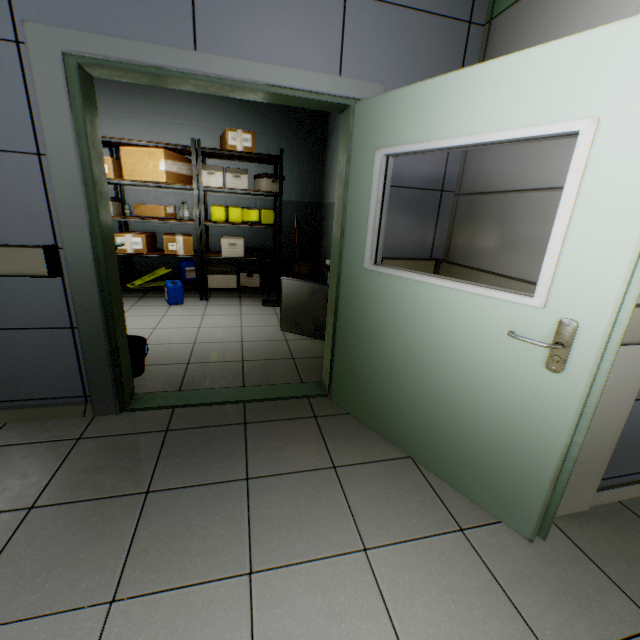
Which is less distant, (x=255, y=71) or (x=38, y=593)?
(x=38, y=593)

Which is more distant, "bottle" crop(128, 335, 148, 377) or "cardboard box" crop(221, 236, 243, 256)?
"cardboard box" crop(221, 236, 243, 256)

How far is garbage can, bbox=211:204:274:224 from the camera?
4.9m

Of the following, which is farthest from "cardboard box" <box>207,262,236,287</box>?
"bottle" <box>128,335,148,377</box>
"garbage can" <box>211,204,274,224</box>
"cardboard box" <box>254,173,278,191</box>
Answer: "bottle" <box>128,335,148,377</box>

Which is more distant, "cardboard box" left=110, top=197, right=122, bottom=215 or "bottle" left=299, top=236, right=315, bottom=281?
"bottle" left=299, top=236, right=315, bottom=281

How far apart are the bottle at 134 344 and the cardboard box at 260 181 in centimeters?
317cm

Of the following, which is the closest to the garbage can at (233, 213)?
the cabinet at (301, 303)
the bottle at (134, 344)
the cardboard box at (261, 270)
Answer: the cardboard box at (261, 270)

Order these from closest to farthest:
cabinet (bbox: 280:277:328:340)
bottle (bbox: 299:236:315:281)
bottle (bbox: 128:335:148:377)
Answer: bottle (bbox: 128:335:148:377)
cabinet (bbox: 280:277:328:340)
bottle (bbox: 299:236:315:281)
